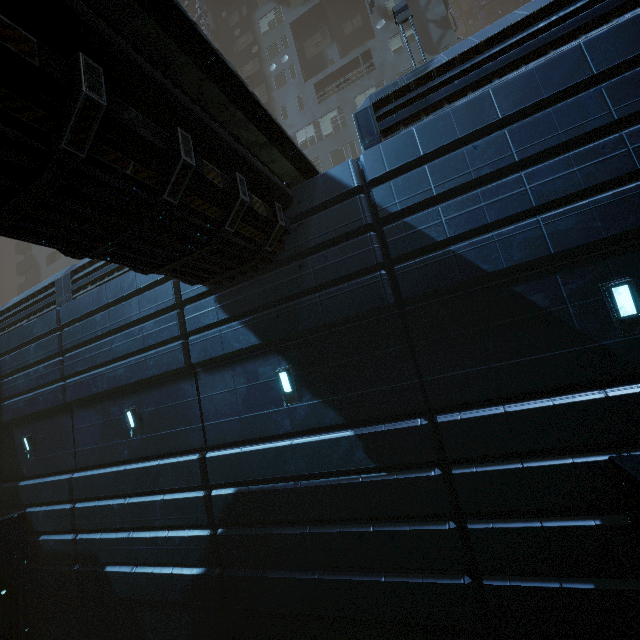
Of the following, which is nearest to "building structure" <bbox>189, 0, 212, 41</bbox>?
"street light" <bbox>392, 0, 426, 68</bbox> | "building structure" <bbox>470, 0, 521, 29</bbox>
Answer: "street light" <bbox>392, 0, 426, 68</bbox>

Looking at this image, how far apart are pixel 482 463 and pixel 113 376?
10.6m

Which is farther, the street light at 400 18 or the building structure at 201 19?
the building structure at 201 19

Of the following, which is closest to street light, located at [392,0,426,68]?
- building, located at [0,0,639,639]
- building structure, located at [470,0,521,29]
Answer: building, located at [0,0,639,639]

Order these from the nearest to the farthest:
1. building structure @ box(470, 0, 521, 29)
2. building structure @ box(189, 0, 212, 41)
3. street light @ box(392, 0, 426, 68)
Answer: street light @ box(392, 0, 426, 68), building structure @ box(189, 0, 212, 41), building structure @ box(470, 0, 521, 29)

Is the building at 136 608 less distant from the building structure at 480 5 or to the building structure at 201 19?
the building structure at 201 19

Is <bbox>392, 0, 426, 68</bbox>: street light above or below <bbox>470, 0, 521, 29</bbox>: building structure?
below

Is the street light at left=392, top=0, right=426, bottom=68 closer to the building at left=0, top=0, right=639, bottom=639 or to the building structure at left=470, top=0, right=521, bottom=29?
the building at left=0, top=0, right=639, bottom=639
